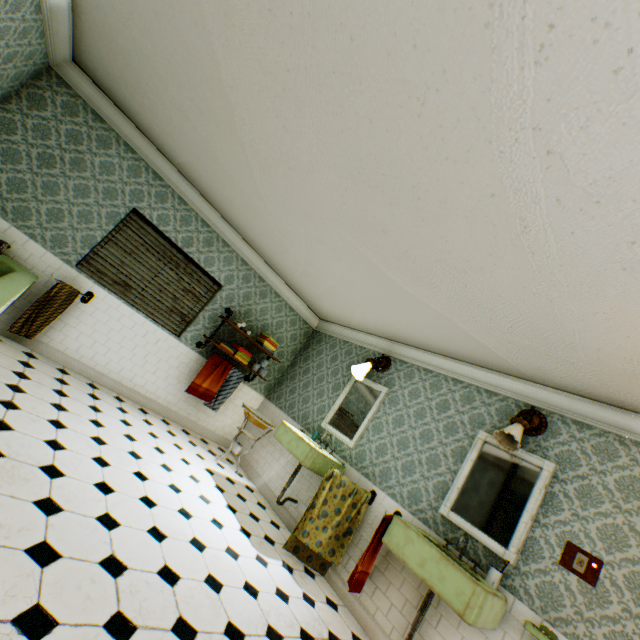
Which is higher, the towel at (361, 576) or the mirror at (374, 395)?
the mirror at (374, 395)

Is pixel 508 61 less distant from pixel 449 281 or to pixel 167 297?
pixel 449 281

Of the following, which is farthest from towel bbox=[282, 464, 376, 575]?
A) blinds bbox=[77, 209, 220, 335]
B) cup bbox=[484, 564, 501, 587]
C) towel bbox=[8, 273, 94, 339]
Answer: towel bbox=[8, 273, 94, 339]

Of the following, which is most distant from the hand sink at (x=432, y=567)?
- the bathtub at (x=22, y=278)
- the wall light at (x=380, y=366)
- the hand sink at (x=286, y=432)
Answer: the bathtub at (x=22, y=278)

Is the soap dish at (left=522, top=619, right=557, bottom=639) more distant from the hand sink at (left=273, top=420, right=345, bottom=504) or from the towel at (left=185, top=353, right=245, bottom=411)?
the towel at (left=185, top=353, right=245, bottom=411)

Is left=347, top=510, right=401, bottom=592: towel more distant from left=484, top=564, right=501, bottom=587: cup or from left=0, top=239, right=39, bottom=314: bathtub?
left=0, top=239, right=39, bottom=314: bathtub

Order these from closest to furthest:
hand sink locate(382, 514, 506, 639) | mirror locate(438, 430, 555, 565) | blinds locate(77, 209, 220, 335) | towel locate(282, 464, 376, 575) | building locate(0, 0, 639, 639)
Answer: building locate(0, 0, 639, 639)
hand sink locate(382, 514, 506, 639)
mirror locate(438, 430, 555, 565)
towel locate(282, 464, 376, 575)
blinds locate(77, 209, 220, 335)

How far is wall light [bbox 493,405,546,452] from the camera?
3.24m
